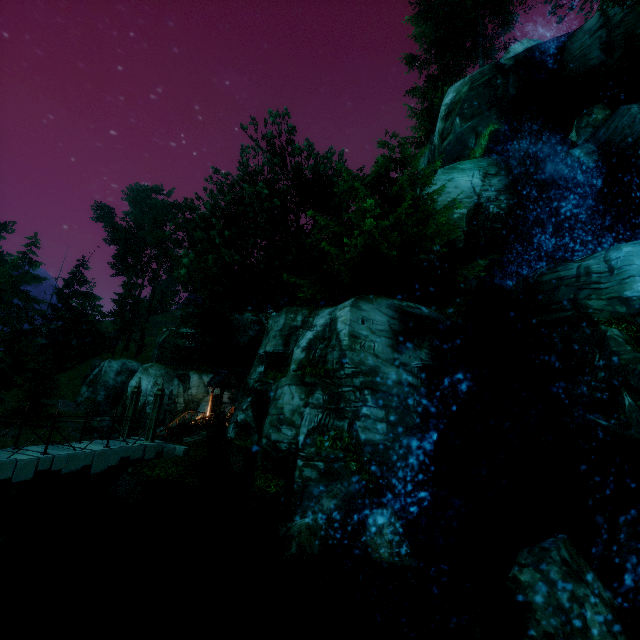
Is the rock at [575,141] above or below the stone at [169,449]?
above

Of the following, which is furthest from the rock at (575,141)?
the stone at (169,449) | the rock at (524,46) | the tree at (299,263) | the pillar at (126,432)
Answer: the stone at (169,449)

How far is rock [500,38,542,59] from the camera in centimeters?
2159cm

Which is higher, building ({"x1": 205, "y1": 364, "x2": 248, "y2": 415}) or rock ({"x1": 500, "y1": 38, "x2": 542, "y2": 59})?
rock ({"x1": 500, "y1": 38, "x2": 542, "y2": 59})

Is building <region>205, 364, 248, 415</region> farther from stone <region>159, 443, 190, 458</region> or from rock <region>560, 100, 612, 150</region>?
rock <region>560, 100, 612, 150</region>

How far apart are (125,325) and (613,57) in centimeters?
5067cm

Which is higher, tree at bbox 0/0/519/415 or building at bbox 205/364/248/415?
tree at bbox 0/0/519/415

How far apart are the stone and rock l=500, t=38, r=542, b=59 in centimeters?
3216cm
